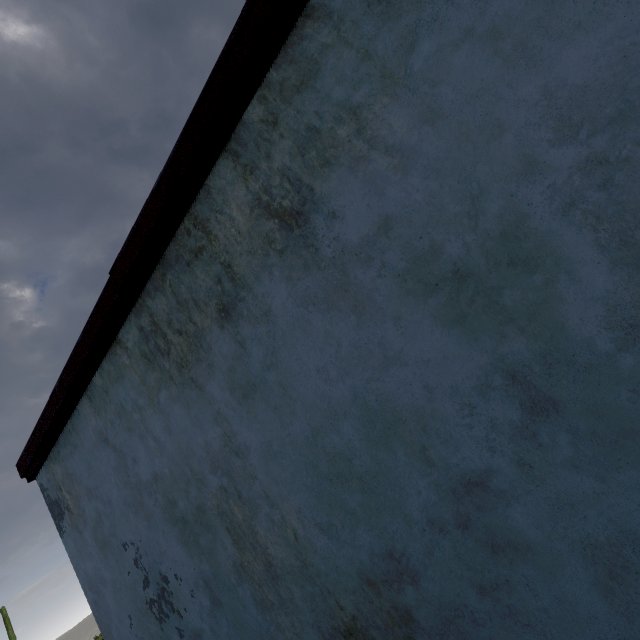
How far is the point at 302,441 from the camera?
1.8m
